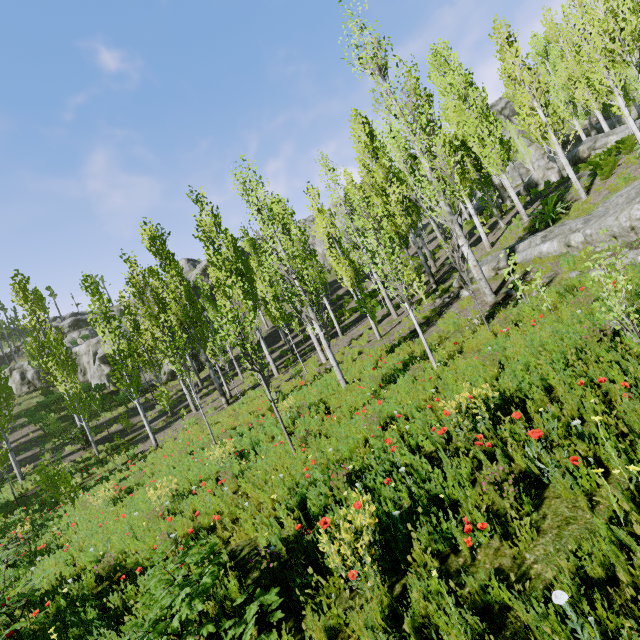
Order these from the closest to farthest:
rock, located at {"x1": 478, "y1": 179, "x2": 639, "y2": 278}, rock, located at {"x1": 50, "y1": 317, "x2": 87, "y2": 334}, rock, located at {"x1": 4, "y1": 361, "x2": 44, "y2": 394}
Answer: rock, located at {"x1": 478, "y1": 179, "x2": 639, "y2": 278} → rock, located at {"x1": 4, "y1": 361, "x2": 44, "y2": 394} → rock, located at {"x1": 50, "y1": 317, "x2": 87, "y2": 334}

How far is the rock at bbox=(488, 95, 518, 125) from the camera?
54.0 meters

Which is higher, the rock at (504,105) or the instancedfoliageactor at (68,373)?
the rock at (504,105)

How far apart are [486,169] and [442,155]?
8.64m

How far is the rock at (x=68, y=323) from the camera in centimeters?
5791cm

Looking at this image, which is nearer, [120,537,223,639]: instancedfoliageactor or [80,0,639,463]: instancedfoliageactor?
[120,537,223,639]: instancedfoliageactor

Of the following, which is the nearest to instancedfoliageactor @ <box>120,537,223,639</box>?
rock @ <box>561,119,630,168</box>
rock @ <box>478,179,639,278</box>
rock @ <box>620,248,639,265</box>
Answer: rock @ <box>561,119,630,168</box>

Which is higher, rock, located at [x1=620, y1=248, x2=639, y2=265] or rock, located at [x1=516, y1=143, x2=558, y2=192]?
rock, located at [x1=516, y1=143, x2=558, y2=192]
